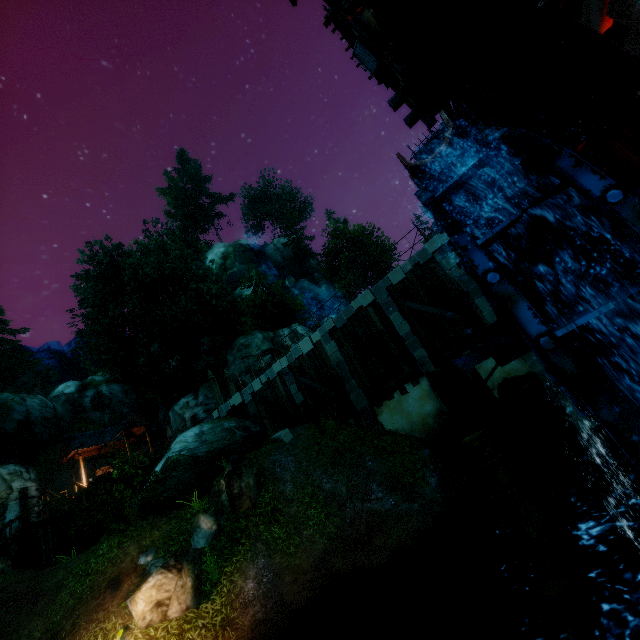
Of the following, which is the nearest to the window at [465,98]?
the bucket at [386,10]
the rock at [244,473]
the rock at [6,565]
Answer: the bucket at [386,10]

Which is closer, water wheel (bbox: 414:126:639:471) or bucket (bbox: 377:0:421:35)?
water wheel (bbox: 414:126:639:471)

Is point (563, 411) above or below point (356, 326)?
below

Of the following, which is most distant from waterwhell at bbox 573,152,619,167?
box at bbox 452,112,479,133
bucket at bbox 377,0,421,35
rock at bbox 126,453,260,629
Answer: rock at bbox 126,453,260,629

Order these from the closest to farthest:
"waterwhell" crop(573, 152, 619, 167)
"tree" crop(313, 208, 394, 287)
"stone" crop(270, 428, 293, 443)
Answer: "waterwhell" crop(573, 152, 619, 167)
"stone" crop(270, 428, 293, 443)
"tree" crop(313, 208, 394, 287)

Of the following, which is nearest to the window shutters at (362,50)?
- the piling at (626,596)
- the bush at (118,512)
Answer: the piling at (626,596)

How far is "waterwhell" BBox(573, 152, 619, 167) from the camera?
6.3 meters

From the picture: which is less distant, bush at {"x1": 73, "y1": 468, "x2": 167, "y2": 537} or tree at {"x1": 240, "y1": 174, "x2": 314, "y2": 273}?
bush at {"x1": 73, "y1": 468, "x2": 167, "y2": 537}
